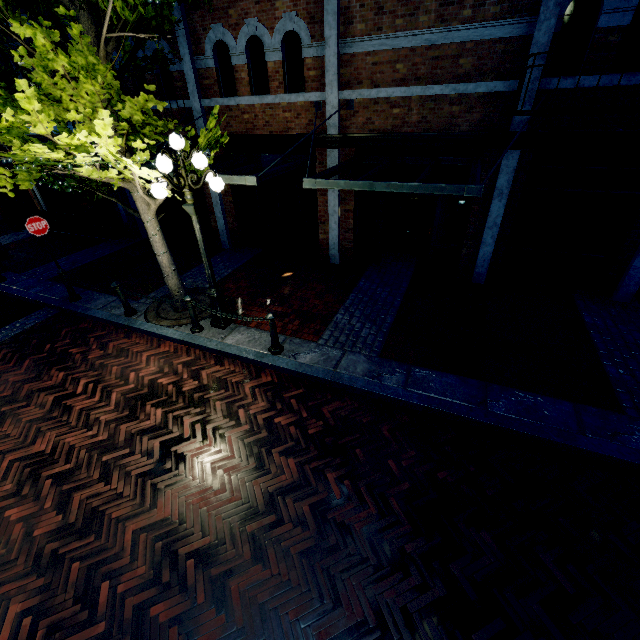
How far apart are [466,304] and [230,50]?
8.4m

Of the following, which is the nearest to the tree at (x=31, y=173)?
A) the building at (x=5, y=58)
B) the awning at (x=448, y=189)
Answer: the building at (x=5, y=58)

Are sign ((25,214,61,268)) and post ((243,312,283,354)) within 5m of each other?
no

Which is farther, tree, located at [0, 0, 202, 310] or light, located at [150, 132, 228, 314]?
light, located at [150, 132, 228, 314]

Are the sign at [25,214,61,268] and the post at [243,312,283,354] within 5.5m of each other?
no

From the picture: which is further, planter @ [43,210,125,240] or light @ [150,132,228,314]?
planter @ [43,210,125,240]

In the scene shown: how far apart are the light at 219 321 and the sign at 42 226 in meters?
4.3 m

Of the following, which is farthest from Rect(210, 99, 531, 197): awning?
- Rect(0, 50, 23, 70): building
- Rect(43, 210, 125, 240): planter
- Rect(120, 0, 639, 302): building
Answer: Rect(43, 210, 125, 240): planter
